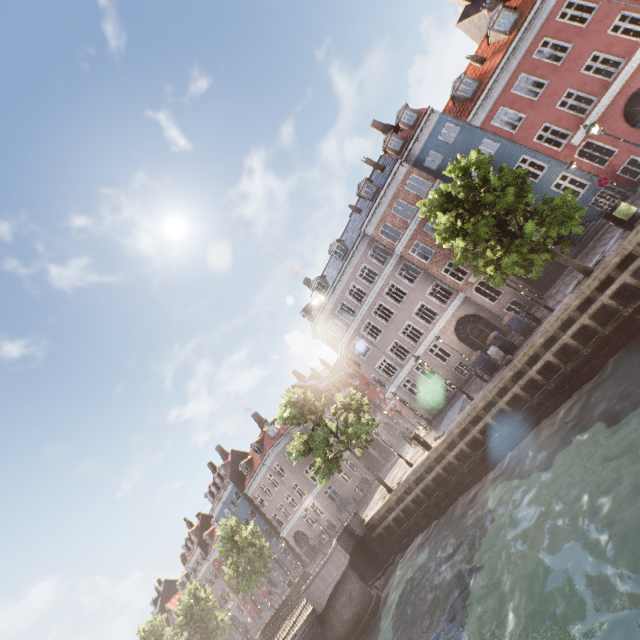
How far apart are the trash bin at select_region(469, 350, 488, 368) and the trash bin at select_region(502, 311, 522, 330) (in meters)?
1.87

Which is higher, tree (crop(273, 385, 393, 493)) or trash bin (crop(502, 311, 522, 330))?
tree (crop(273, 385, 393, 493))

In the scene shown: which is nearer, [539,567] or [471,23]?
[539,567]

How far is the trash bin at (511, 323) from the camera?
16.5 meters

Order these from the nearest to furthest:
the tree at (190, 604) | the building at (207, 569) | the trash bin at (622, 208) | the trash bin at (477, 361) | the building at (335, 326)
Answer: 1. the trash bin at (622, 208)
2. the trash bin at (477, 361)
3. the building at (335, 326)
4. the tree at (190, 604)
5. the building at (207, 569)

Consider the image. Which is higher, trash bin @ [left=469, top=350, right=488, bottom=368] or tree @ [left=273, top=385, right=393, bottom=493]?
tree @ [left=273, top=385, right=393, bottom=493]

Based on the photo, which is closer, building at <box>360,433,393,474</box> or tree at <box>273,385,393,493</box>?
tree at <box>273,385,393,493</box>
